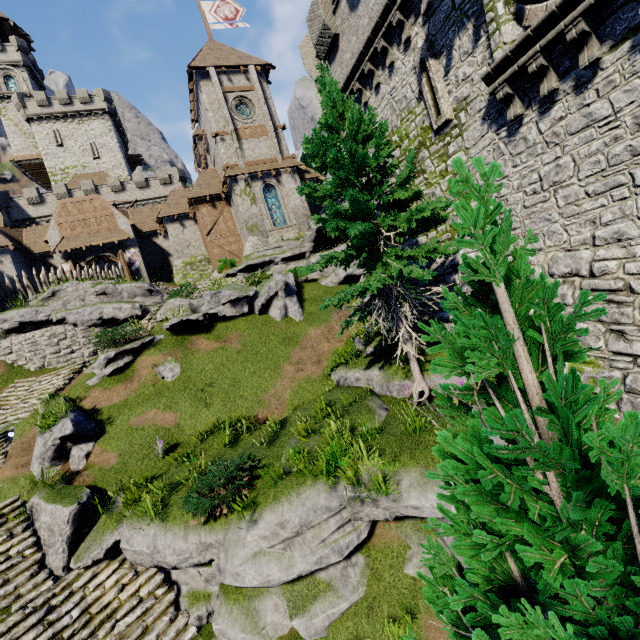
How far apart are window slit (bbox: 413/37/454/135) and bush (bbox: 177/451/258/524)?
11.6m

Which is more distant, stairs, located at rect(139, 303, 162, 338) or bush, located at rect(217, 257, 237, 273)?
bush, located at rect(217, 257, 237, 273)

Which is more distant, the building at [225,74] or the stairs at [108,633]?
the building at [225,74]

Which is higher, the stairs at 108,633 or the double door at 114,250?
the double door at 114,250

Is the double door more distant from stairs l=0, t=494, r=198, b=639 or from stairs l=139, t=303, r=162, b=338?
stairs l=0, t=494, r=198, b=639

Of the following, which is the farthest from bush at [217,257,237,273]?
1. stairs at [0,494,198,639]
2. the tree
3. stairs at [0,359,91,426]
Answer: the tree

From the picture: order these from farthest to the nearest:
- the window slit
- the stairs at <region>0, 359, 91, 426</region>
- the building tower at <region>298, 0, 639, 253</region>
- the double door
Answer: the double door < the stairs at <region>0, 359, 91, 426</region> < the window slit < the building tower at <region>298, 0, 639, 253</region>

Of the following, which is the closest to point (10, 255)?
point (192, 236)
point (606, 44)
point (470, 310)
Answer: point (192, 236)
